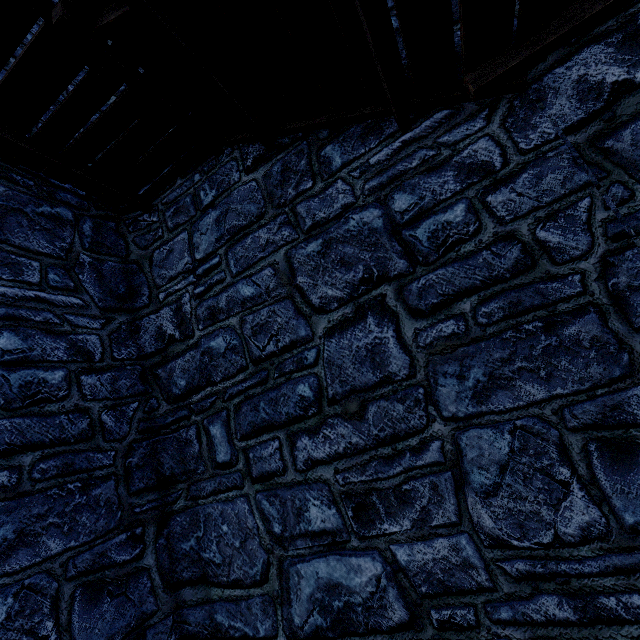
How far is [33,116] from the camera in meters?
3.1
